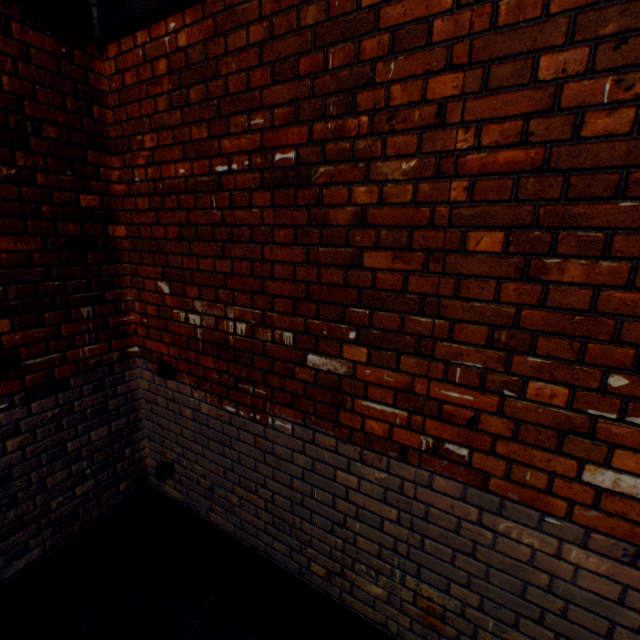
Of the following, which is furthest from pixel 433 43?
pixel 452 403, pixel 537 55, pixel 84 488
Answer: pixel 84 488
